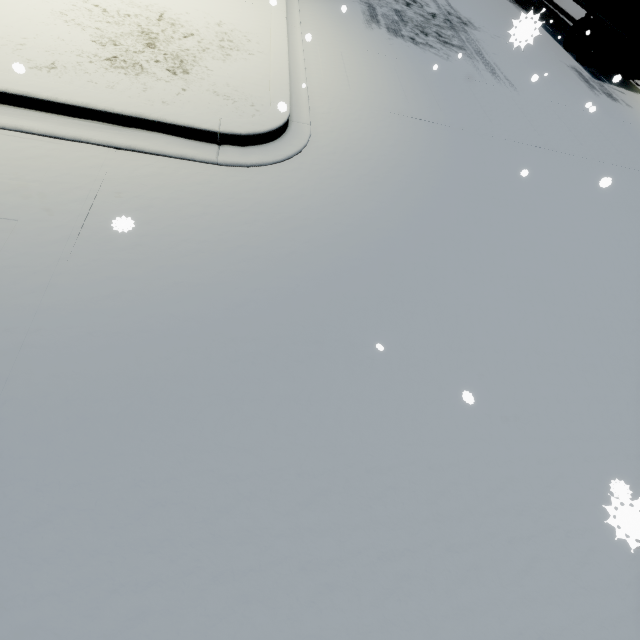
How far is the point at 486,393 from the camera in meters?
3.7
